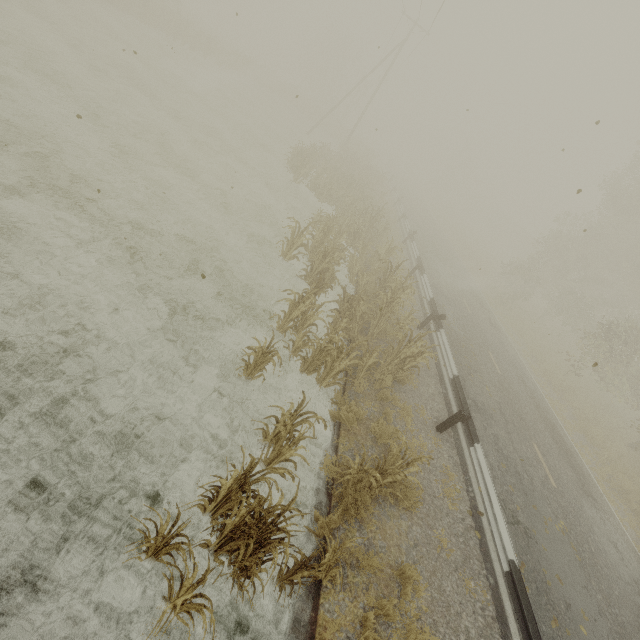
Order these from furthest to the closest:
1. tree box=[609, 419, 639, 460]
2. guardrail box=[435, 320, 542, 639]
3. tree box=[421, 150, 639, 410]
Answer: tree box=[421, 150, 639, 410], tree box=[609, 419, 639, 460], guardrail box=[435, 320, 542, 639]

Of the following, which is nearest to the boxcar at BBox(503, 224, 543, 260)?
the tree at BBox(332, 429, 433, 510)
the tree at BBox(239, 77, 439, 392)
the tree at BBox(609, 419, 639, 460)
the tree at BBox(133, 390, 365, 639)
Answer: the tree at BBox(609, 419, 639, 460)

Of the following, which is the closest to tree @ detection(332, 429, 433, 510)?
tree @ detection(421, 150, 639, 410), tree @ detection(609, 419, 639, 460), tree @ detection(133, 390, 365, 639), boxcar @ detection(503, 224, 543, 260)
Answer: tree @ detection(133, 390, 365, 639)

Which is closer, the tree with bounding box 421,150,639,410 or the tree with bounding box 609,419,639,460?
the tree with bounding box 609,419,639,460

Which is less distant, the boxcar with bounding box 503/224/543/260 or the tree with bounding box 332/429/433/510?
the tree with bounding box 332/429/433/510

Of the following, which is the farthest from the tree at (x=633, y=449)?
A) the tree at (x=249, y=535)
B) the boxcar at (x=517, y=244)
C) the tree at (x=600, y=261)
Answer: the boxcar at (x=517, y=244)

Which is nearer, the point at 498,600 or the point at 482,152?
the point at 498,600

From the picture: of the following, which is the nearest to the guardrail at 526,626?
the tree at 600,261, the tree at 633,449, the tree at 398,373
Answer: the tree at 398,373
